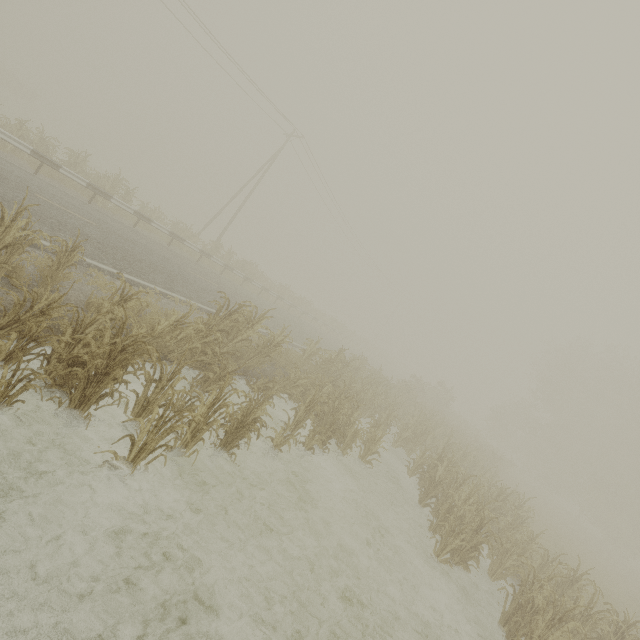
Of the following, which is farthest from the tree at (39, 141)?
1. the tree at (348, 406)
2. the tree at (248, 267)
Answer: the tree at (348, 406)

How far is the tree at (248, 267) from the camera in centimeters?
2208cm

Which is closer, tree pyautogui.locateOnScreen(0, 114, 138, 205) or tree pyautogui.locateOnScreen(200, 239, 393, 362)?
tree pyautogui.locateOnScreen(0, 114, 138, 205)

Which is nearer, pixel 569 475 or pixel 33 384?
pixel 33 384

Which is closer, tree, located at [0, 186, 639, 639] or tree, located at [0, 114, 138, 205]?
tree, located at [0, 186, 639, 639]

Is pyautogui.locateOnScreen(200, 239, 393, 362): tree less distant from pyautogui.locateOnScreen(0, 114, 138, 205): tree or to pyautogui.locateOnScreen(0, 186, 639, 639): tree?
pyautogui.locateOnScreen(0, 114, 138, 205): tree

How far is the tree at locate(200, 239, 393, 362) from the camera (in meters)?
22.08
